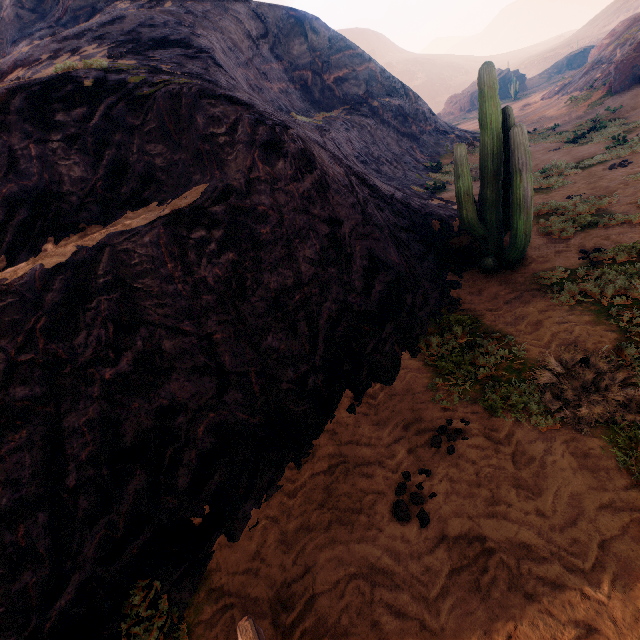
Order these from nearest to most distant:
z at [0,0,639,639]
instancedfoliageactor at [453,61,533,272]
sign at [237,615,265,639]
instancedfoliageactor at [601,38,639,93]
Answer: sign at [237,615,265,639]
z at [0,0,639,639]
instancedfoliageactor at [453,61,533,272]
instancedfoliageactor at [601,38,639,93]

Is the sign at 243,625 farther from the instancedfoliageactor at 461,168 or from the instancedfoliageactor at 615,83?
the instancedfoliageactor at 615,83

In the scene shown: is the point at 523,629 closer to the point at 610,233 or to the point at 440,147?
the point at 610,233

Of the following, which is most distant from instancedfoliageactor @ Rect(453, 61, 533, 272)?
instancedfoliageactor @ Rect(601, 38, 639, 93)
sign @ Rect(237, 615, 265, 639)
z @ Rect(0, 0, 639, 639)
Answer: instancedfoliageactor @ Rect(601, 38, 639, 93)

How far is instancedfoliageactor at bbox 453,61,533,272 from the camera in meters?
6.1

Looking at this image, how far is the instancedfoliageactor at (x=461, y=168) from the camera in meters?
6.1 m
